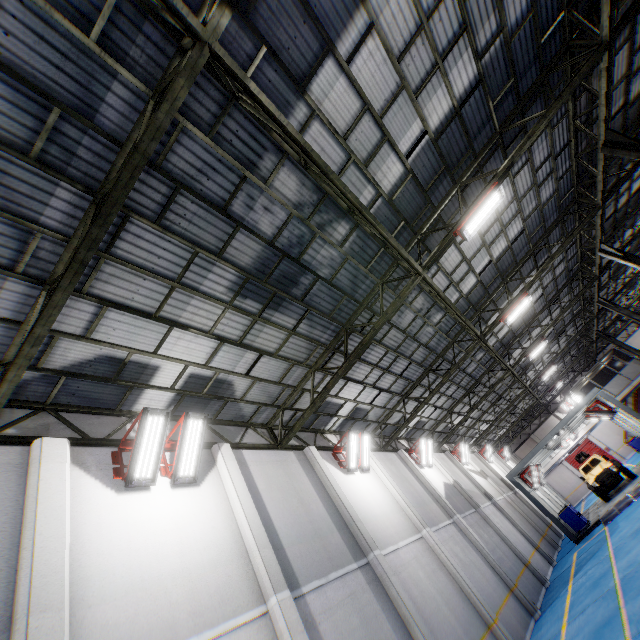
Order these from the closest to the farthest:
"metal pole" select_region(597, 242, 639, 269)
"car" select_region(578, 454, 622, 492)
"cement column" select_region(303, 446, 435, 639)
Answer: "cement column" select_region(303, 446, 435, 639), "metal pole" select_region(597, 242, 639, 269), "car" select_region(578, 454, 622, 492)

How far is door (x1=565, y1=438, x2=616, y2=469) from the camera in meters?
38.8 m

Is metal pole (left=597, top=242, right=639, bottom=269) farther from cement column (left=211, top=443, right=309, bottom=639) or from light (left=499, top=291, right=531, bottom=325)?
cement column (left=211, top=443, right=309, bottom=639)

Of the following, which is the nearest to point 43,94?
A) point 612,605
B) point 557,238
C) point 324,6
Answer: point 324,6

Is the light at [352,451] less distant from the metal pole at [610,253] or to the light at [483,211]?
the light at [483,211]

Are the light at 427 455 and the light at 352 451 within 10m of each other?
yes

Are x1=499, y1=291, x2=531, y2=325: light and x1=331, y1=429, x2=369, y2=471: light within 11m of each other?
yes

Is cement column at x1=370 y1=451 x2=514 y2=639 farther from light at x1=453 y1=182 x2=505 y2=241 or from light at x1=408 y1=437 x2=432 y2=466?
light at x1=453 y1=182 x2=505 y2=241
